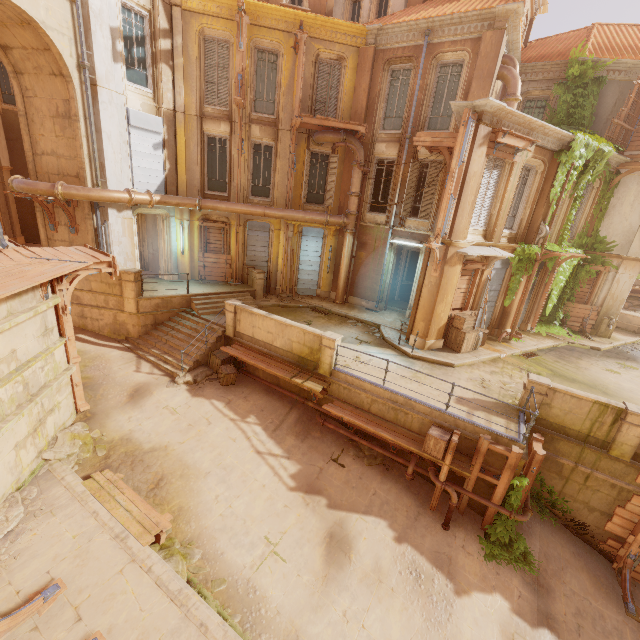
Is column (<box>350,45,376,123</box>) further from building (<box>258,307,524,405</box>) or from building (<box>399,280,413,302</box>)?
building (<box>399,280,413,302</box>)

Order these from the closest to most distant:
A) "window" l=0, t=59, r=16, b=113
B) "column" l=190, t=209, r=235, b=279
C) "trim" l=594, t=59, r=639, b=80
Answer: "trim" l=594, t=59, r=639, b=80
"column" l=190, t=209, r=235, b=279
"window" l=0, t=59, r=16, b=113

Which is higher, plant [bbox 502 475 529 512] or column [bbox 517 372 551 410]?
column [bbox 517 372 551 410]

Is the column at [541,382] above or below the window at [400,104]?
below

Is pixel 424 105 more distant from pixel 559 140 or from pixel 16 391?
pixel 16 391

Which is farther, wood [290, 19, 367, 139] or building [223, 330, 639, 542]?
wood [290, 19, 367, 139]

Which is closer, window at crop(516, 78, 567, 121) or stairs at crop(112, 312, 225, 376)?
stairs at crop(112, 312, 225, 376)

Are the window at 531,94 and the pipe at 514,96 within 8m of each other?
yes
